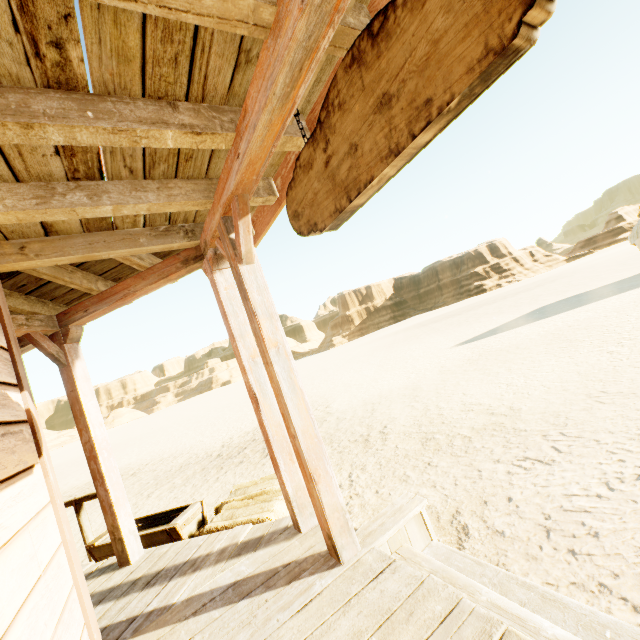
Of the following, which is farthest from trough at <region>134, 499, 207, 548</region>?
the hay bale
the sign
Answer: the sign

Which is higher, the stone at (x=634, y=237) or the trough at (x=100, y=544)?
the stone at (x=634, y=237)

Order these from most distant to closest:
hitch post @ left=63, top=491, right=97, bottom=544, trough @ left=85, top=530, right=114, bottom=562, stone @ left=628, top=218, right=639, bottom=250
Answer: stone @ left=628, top=218, right=639, bottom=250 < hitch post @ left=63, top=491, right=97, bottom=544 < trough @ left=85, top=530, right=114, bottom=562

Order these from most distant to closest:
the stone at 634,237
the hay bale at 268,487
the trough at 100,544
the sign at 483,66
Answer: the stone at 634,237 < the trough at 100,544 < the hay bale at 268,487 < the sign at 483,66

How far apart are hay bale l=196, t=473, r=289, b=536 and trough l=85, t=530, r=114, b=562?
0.21m

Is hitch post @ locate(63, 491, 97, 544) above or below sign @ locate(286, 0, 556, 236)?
below

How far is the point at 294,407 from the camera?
2.3 meters
